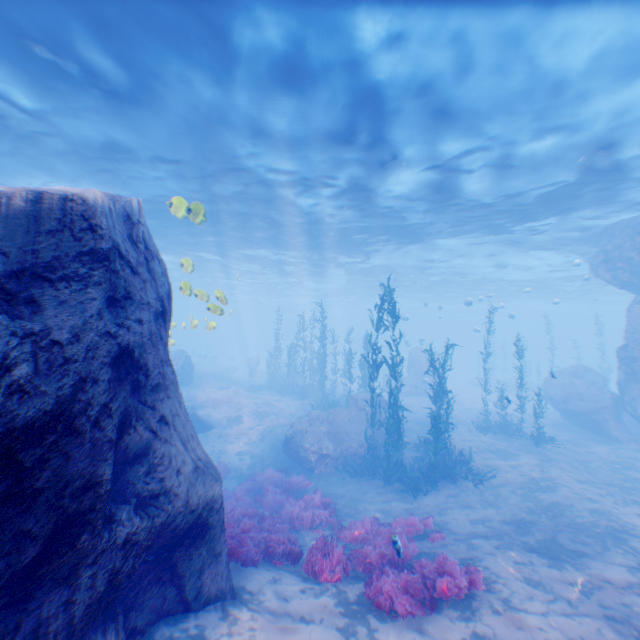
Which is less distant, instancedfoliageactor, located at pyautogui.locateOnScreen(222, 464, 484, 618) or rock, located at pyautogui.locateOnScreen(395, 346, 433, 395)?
instancedfoliageactor, located at pyautogui.locateOnScreen(222, 464, 484, 618)

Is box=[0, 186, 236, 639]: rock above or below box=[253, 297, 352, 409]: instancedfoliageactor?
above

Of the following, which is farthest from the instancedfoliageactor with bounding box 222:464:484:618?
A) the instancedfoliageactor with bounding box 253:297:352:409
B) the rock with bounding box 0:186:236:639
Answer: the instancedfoliageactor with bounding box 253:297:352:409

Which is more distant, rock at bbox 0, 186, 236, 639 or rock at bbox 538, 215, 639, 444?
rock at bbox 538, 215, 639, 444

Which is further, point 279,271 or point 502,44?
point 279,271

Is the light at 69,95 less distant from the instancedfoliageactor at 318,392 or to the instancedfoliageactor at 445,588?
the instancedfoliageactor at 318,392

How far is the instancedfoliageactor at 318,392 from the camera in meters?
24.0 m

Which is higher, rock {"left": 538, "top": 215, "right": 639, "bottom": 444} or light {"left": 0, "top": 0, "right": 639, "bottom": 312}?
Answer: light {"left": 0, "top": 0, "right": 639, "bottom": 312}
